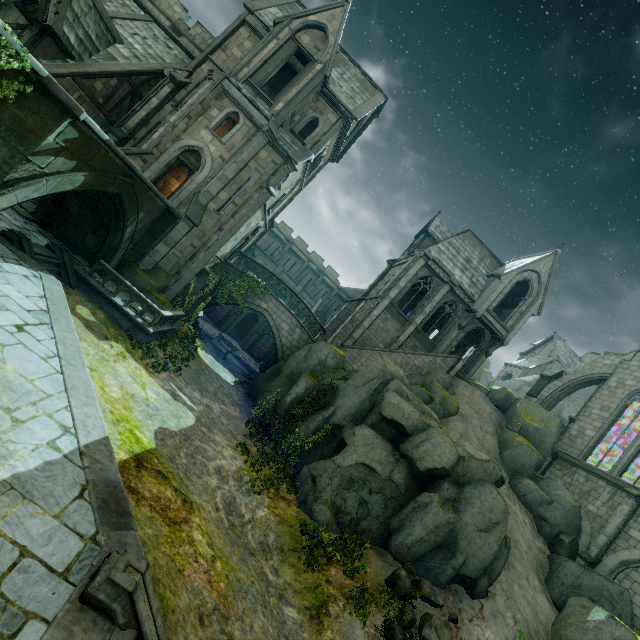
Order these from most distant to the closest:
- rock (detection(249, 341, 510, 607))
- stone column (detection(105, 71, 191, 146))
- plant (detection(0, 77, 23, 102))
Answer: stone column (detection(105, 71, 191, 146)) < rock (detection(249, 341, 510, 607)) < plant (detection(0, 77, 23, 102))

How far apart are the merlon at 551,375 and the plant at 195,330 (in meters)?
27.98

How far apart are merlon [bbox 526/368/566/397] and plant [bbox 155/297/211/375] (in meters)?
A: 27.98

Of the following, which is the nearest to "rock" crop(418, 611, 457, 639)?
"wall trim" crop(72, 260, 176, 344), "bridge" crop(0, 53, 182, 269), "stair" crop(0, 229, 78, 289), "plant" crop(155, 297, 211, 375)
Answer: "plant" crop(155, 297, 211, 375)

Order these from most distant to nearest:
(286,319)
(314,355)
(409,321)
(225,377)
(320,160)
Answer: (409,321), (320,160), (286,319), (225,377), (314,355)

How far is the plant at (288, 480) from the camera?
13.59m

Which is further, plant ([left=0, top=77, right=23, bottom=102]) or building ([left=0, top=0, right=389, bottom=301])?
building ([left=0, top=0, right=389, bottom=301])

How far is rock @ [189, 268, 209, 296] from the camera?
19.9m
